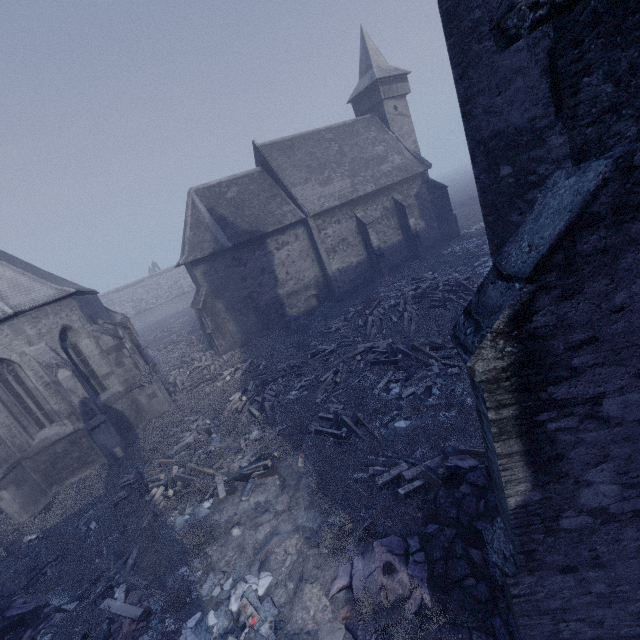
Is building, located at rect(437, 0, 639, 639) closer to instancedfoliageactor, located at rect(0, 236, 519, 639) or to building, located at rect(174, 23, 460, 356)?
instancedfoliageactor, located at rect(0, 236, 519, 639)

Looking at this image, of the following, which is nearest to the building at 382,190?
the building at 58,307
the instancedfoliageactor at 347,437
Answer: the building at 58,307

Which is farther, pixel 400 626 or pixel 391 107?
pixel 391 107

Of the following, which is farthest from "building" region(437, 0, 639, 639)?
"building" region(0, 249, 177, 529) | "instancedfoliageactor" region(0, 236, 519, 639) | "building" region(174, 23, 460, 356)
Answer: "building" region(174, 23, 460, 356)

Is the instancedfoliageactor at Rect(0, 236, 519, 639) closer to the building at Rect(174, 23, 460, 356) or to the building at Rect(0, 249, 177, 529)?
the building at Rect(0, 249, 177, 529)

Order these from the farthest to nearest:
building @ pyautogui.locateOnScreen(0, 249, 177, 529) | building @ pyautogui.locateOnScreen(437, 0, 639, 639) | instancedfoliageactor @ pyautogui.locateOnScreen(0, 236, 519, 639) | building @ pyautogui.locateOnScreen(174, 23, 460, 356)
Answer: building @ pyautogui.locateOnScreen(174, 23, 460, 356) → building @ pyautogui.locateOnScreen(0, 249, 177, 529) → instancedfoliageactor @ pyautogui.locateOnScreen(0, 236, 519, 639) → building @ pyautogui.locateOnScreen(437, 0, 639, 639)

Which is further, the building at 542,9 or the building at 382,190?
the building at 382,190
